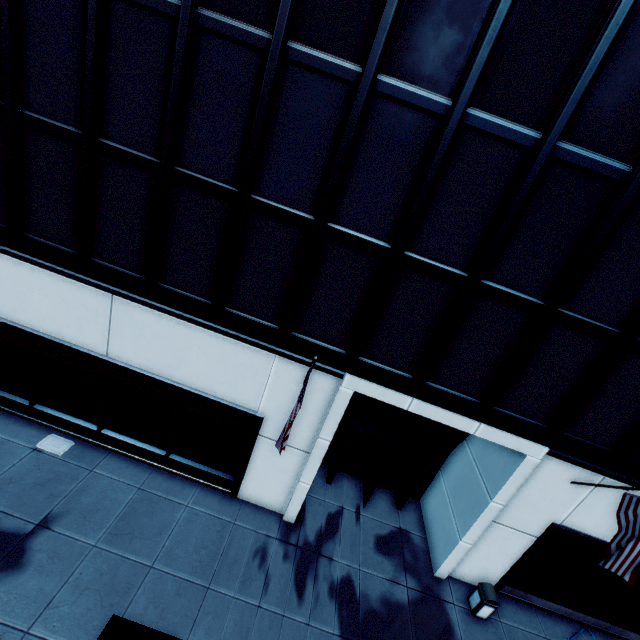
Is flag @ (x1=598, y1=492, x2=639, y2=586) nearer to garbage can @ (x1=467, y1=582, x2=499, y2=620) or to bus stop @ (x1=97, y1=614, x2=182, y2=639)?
garbage can @ (x1=467, y1=582, x2=499, y2=620)

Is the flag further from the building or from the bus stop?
the bus stop

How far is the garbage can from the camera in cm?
1007

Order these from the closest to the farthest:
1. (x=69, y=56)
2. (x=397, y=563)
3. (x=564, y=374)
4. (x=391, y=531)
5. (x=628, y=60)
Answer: (x=628, y=60)
(x=69, y=56)
(x=564, y=374)
(x=397, y=563)
(x=391, y=531)

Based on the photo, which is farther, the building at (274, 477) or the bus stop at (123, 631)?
the building at (274, 477)

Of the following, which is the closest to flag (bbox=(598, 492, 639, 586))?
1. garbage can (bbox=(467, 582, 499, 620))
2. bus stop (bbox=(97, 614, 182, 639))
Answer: garbage can (bbox=(467, 582, 499, 620))

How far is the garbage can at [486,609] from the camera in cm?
1007

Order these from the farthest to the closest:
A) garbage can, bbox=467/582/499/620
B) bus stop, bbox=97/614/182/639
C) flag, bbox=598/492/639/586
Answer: garbage can, bbox=467/582/499/620, flag, bbox=598/492/639/586, bus stop, bbox=97/614/182/639
